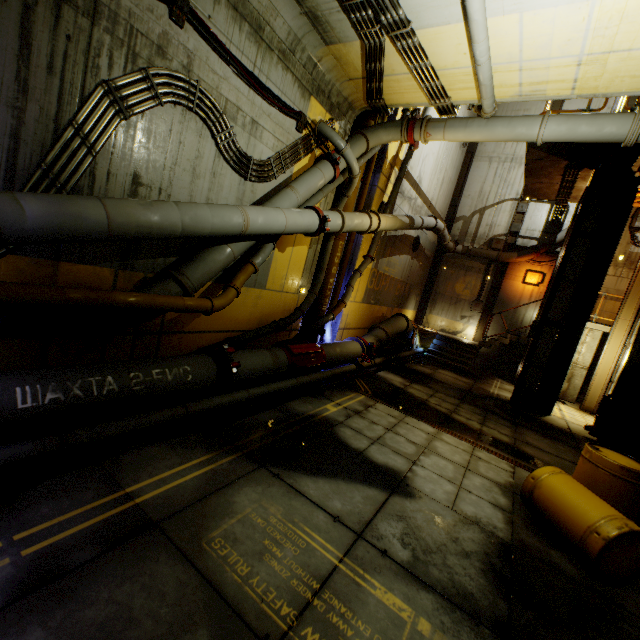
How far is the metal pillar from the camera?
13.76m

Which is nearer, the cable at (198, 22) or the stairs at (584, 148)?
the cable at (198, 22)

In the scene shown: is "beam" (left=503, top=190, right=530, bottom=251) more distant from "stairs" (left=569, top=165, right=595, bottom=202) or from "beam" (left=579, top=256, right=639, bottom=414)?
"beam" (left=579, top=256, right=639, bottom=414)

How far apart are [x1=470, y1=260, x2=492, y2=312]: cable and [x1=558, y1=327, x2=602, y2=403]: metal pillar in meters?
4.0

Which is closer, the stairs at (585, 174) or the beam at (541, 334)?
the beam at (541, 334)

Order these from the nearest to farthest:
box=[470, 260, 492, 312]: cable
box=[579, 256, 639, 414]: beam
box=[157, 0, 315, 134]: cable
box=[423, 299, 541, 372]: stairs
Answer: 1. box=[157, 0, 315, 134]: cable
2. box=[579, 256, 639, 414]: beam
3. box=[423, 299, 541, 372]: stairs
4. box=[470, 260, 492, 312]: cable

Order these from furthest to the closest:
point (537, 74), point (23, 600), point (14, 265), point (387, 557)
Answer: point (537, 74) < point (14, 265) < point (387, 557) < point (23, 600)

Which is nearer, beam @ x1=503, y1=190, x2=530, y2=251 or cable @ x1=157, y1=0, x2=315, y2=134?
cable @ x1=157, y1=0, x2=315, y2=134
